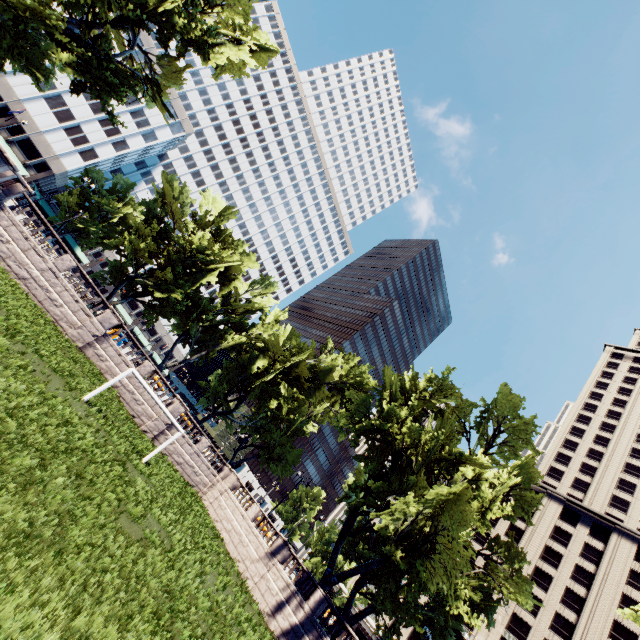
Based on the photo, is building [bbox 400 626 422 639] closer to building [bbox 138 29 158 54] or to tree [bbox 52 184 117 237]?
tree [bbox 52 184 117 237]

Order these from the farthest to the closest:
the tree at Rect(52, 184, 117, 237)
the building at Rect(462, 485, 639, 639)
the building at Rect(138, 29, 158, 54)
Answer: the building at Rect(138, 29, 158, 54)
the tree at Rect(52, 184, 117, 237)
the building at Rect(462, 485, 639, 639)

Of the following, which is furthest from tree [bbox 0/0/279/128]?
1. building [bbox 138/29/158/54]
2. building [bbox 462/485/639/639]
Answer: building [bbox 462/485/639/639]

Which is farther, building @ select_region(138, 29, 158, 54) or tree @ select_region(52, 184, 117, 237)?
building @ select_region(138, 29, 158, 54)

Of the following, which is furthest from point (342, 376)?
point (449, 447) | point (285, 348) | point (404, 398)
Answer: point (449, 447)

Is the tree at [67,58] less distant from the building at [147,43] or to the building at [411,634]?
the building at [147,43]

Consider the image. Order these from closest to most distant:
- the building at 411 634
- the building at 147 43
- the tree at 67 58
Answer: the tree at 67 58 → the building at 411 634 → the building at 147 43
